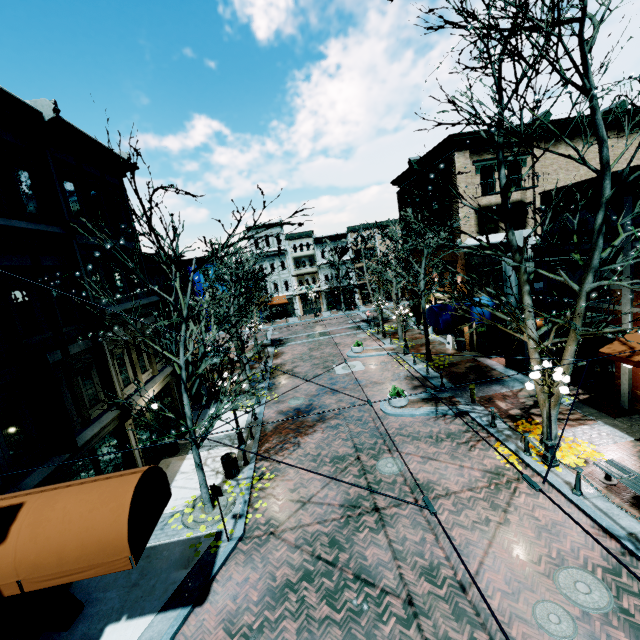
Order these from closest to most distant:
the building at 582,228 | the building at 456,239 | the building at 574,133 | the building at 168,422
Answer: the building at 582,228 < the building at 168,422 < the building at 456,239 < the building at 574,133

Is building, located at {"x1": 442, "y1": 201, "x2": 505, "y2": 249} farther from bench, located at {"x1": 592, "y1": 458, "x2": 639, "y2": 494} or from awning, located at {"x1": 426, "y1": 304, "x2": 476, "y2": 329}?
bench, located at {"x1": 592, "y1": 458, "x2": 639, "y2": 494}

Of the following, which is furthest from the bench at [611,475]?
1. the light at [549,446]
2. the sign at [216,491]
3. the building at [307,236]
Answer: the building at [307,236]

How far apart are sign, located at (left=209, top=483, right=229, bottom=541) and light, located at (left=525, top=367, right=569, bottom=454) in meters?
10.0 m

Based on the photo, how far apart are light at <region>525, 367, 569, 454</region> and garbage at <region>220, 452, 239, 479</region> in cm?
1082

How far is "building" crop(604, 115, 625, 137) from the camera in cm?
2002

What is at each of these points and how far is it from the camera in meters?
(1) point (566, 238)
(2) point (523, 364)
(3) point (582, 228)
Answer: (1) building, 15.0 m
(2) building, 17.5 m
(3) building, 14.1 m

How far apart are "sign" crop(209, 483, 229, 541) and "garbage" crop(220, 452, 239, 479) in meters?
3.0 m
